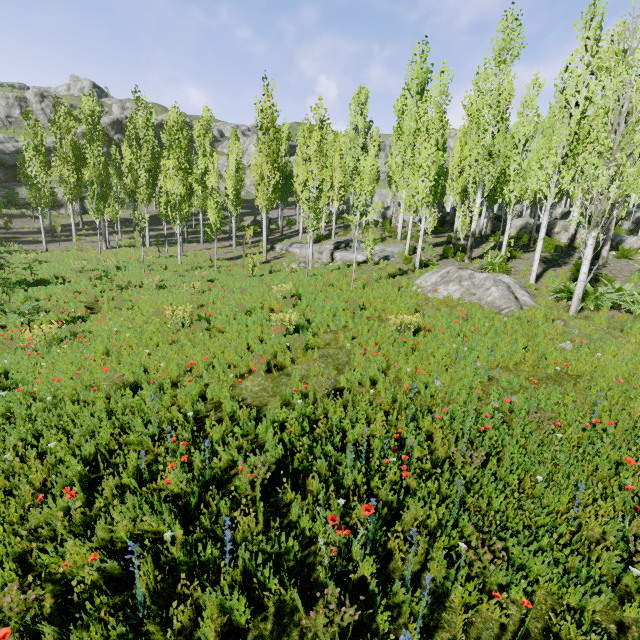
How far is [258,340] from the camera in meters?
8.2

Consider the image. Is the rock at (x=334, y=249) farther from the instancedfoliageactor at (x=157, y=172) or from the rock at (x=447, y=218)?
the rock at (x=447, y=218)

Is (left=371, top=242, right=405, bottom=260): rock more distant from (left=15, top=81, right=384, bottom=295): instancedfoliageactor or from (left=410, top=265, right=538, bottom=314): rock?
(left=410, top=265, right=538, bottom=314): rock

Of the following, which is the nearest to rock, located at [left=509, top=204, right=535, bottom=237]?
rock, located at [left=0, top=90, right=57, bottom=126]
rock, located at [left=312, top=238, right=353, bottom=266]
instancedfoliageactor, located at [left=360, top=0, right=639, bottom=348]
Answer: instancedfoliageactor, located at [left=360, top=0, right=639, bottom=348]

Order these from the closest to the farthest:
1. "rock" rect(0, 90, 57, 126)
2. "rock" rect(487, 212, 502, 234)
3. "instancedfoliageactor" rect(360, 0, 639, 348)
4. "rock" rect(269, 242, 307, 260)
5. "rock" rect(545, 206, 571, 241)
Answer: "instancedfoliageactor" rect(360, 0, 639, 348) < "rock" rect(545, 206, 571, 241) < "rock" rect(269, 242, 307, 260) < "rock" rect(487, 212, 502, 234) < "rock" rect(0, 90, 57, 126)

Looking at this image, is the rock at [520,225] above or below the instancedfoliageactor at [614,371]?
above

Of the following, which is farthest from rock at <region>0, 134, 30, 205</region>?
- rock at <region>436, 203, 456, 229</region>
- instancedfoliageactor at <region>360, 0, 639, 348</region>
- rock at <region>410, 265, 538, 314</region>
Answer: rock at <region>410, 265, 538, 314</region>

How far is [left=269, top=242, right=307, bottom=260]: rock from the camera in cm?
2225
